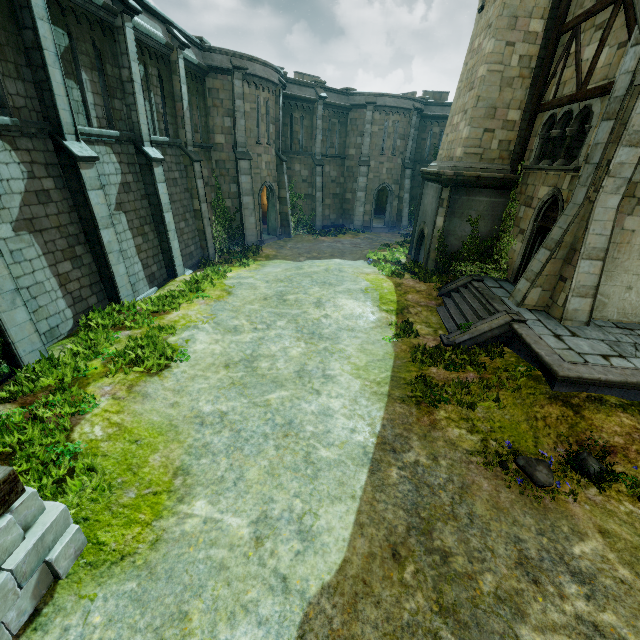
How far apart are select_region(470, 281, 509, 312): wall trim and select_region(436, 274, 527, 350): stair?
0.0 meters

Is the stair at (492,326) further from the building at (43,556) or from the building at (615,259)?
the building at (43,556)

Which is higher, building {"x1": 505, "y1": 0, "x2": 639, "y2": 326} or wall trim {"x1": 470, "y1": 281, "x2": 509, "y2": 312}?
building {"x1": 505, "y1": 0, "x2": 639, "y2": 326}

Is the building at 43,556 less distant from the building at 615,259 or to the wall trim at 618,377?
the wall trim at 618,377

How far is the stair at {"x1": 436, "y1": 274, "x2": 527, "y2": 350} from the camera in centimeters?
1016cm

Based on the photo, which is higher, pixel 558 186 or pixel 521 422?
pixel 558 186

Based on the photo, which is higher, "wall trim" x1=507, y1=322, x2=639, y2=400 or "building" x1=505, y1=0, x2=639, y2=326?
"building" x1=505, y1=0, x2=639, y2=326

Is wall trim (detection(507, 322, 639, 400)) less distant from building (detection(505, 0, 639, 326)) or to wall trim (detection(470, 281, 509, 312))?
wall trim (detection(470, 281, 509, 312))
